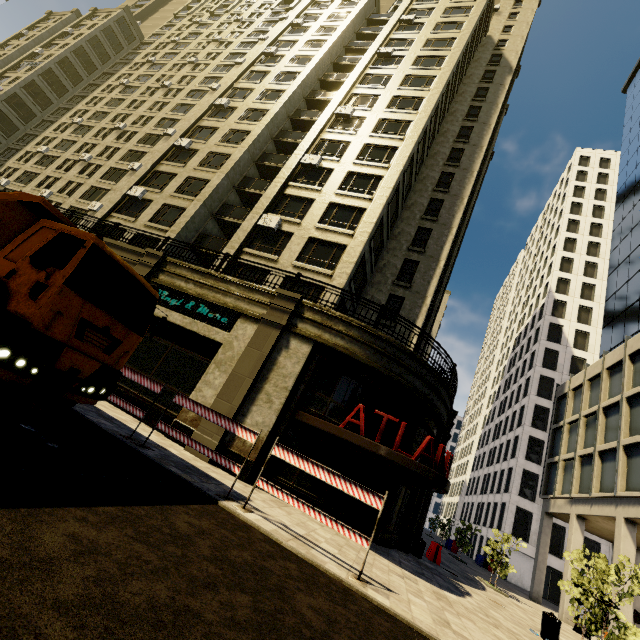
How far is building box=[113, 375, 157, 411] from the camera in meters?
12.8 m

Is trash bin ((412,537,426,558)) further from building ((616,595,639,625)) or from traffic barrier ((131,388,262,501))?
traffic barrier ((131,388,262,501))

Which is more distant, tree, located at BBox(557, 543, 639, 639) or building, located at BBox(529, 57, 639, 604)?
building, located at BBox(529, 57, 639, 604)

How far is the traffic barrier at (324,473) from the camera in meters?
6.4

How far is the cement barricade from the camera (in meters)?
15.43

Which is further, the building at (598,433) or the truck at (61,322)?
the building at (598,433)

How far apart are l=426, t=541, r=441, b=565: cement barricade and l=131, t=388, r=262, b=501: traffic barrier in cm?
1307

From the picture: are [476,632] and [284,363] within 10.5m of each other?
yes
